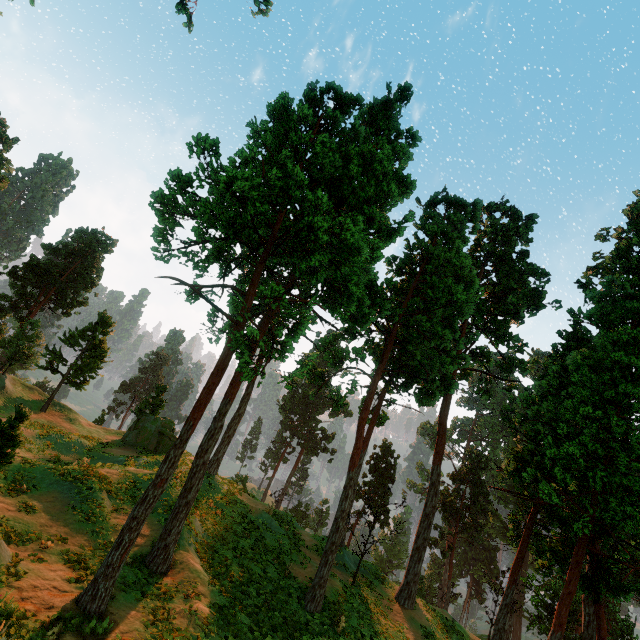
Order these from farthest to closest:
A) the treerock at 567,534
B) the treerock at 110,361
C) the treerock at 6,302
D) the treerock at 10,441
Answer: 1. the treerock at 6,302
2. the treerock at 110,361
3. the treerock at 10,441
4. the treerock at 567,534

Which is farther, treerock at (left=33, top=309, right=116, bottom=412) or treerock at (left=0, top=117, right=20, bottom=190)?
treerock at (left=0, top=117, right=20, bottom=190)

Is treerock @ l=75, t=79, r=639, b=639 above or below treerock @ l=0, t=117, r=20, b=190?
below

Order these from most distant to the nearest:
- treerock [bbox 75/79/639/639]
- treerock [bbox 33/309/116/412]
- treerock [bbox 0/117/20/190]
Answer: treerock [bbox 0/117/20/190], treerock [bbox 33/309/116/412], treerock [bbox 75/79/639/639]

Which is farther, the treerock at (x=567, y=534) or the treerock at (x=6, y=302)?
the treerock at (x=6, y=302)

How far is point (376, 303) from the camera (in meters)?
20.48
